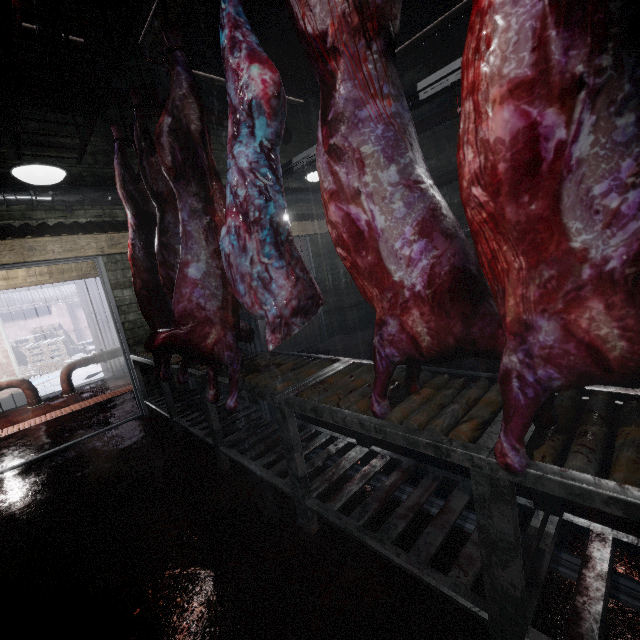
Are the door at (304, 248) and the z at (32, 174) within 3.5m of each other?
yes

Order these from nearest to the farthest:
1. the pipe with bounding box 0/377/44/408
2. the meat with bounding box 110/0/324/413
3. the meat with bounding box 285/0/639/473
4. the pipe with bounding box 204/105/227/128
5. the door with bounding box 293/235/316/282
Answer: the meat with bounding box 285/0/639/473 → the meat with bounding box 110/0/324/413 → the pipe with bounding box 204/105/227/128 → the pipe with bounding box 0/377/44/408 → the door with bounding box 293/235/316/282

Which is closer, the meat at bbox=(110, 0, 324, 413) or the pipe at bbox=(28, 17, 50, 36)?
the meat at bbox=(110, 0, 324, 413)

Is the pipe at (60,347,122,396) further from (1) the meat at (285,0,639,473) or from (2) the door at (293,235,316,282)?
(1) the meat at (285,0,639,473)

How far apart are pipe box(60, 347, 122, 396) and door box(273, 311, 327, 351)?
2.6 meters

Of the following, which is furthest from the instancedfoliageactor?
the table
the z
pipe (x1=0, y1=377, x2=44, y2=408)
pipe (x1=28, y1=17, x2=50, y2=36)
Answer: the z

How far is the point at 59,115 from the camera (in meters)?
3.41

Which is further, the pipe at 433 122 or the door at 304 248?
the door at 304 248
